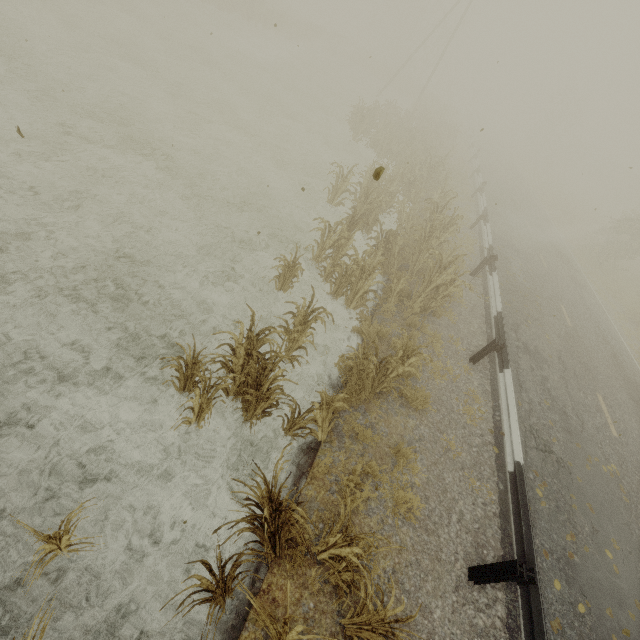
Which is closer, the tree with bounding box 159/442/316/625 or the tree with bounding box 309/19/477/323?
the tree with bounding box 159/442/316/625

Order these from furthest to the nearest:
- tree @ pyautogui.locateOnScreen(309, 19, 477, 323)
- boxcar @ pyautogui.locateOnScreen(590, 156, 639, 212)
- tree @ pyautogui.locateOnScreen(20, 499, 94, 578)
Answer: boxcar @ pyautogui.locateOnScreen(590, 156, 639, 212)
tree @ pyautogui.locateOnScreen(309, 19, 477, 323)
tree @ pyautogui.locateOnScreen(20, 499, 94, 578)

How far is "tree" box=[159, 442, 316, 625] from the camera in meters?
3.1 m

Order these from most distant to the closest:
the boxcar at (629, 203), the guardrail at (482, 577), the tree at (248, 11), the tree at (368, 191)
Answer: the boxcar at (629, 203)
the tree at (248, 11)
the tree at (368, 191)
the guardrail at (482, 577)

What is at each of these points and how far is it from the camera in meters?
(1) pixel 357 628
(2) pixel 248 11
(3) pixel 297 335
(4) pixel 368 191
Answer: (1) tree, 3.7 m
(2) tree, 28.6 m
(3) tree, 5.9 m
(4) tree, 10.6 m

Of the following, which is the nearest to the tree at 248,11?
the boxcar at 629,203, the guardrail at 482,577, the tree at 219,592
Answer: the guardrail at 482,577

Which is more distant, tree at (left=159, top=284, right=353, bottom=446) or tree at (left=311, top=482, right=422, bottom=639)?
tree at (left=159, top=284, right=353, bottom=446)

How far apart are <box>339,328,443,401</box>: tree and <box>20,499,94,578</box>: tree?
4.6 meters
